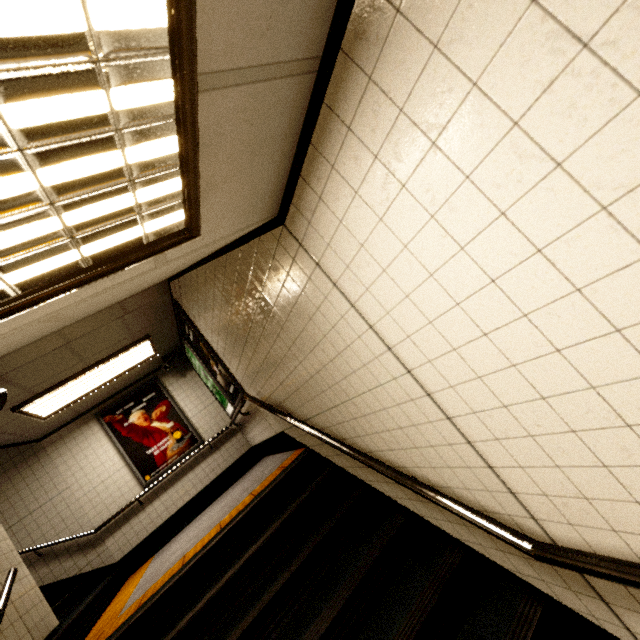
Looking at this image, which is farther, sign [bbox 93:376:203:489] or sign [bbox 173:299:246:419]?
sign [bbox 93:376:203:489]

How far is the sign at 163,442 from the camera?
6.27m

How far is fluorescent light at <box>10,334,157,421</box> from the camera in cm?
477

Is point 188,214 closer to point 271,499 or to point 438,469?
point 438,469

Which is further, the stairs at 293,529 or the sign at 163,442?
the sign at 163,442

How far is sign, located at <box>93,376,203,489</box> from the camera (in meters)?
6.27

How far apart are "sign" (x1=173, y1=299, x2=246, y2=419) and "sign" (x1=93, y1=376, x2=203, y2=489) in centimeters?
174cm

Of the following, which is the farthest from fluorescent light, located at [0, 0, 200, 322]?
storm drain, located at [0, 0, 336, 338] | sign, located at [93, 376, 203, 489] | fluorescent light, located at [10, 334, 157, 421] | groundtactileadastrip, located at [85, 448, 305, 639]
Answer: sign, located at [93, 376, 203, 489]
